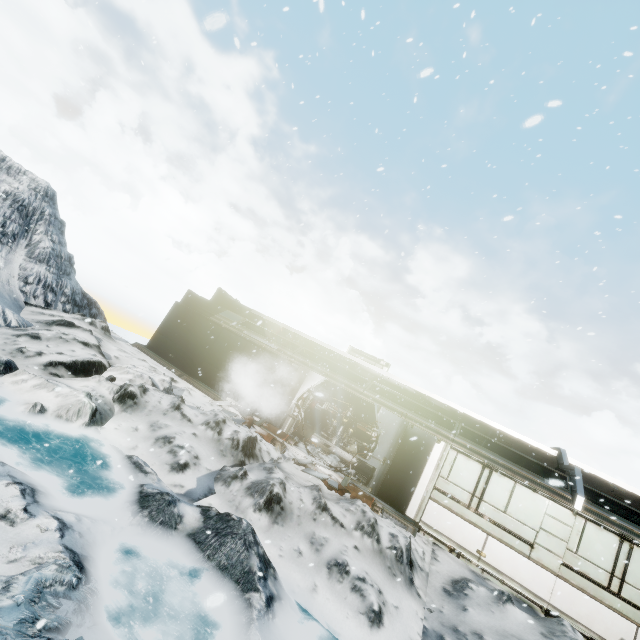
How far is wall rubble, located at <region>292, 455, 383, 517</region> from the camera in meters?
9.4 m

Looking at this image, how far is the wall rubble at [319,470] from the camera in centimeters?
942cm

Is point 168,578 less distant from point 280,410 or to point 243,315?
point 280,410
